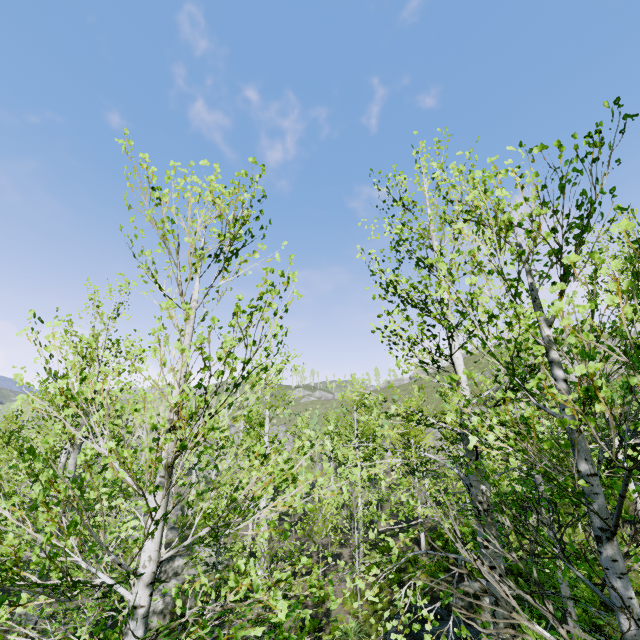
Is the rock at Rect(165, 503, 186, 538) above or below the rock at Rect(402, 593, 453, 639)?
below

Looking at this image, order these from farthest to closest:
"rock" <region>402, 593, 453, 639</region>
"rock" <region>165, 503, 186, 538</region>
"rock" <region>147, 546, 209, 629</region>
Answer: "rock" <region>165, 503, 186, 538</region> → "rock" <region>147, 546, 209, 629</region> → "rock" <region>402, 593, 453, 639</region>

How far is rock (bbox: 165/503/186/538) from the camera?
25.93m

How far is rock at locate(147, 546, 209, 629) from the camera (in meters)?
14.50

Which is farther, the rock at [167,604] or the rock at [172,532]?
the rock at [172,532]

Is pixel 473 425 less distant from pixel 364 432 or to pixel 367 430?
pixel 364 432

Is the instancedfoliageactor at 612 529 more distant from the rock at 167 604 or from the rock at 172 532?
the rock at 172 532

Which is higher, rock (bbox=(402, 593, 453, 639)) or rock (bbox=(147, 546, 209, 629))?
rock (bbox=(402, 593, 453, 639))
